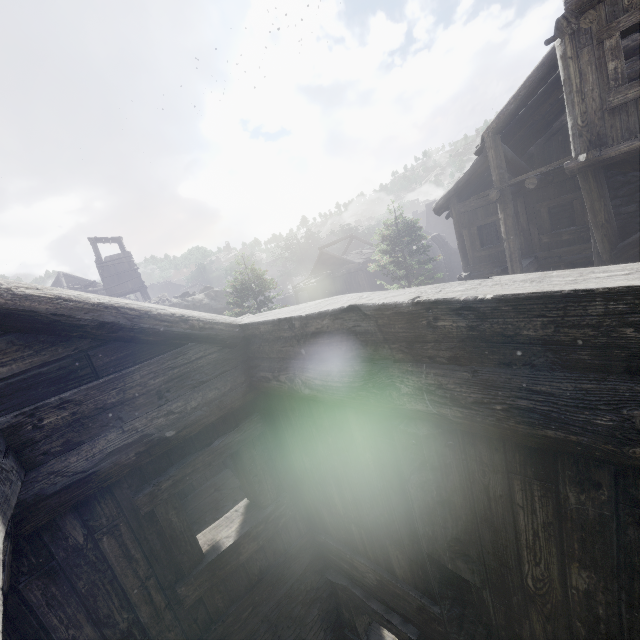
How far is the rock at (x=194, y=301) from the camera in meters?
26.9

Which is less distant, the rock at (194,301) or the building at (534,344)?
the building at (534,344)

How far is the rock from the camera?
26.9m

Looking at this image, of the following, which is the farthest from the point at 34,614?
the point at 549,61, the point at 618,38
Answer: the point at 549,61

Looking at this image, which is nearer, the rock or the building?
the building
